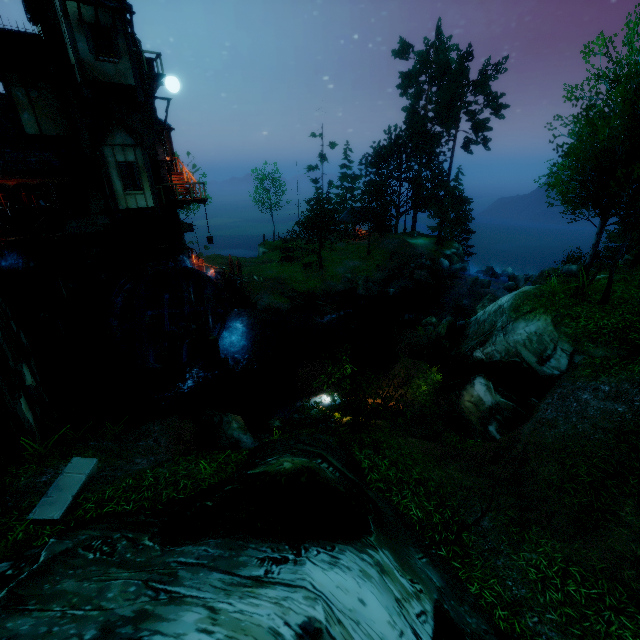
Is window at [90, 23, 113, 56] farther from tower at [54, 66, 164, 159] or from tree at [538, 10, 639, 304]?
tree at [538, 10, 639, 304]

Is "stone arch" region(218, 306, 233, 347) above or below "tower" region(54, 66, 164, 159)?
below

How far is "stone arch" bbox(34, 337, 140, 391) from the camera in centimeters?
1731cm

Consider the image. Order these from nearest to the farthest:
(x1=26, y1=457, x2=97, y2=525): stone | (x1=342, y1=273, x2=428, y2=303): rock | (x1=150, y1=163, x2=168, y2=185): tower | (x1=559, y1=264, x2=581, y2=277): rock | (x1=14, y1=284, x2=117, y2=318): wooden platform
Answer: (x1=26, y1=457, x2=97, y2=525): stone
(x1=14, y1=284, x2=117, y2=318): wooden platform
(x1=150, y1=163, x2=168, y2=185): tower
(x1=559, y1=264, x2=581, y2=277): rock
(x1=342, y1=273, x2=428, y2=303): rock

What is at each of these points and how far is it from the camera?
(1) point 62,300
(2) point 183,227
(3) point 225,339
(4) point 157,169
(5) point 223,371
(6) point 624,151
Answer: (1) wooden platform, 16.8 meters
(2) tower, 19.8 meters
(3) stone arch, 25.1 meters
(4) tower, 18.8 meters
(5) piling, 20.4 meters
(6) tree, 10.8 meters

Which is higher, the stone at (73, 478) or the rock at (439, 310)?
the stone at (73, 478)

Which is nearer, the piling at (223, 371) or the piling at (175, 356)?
the piling at (175, 356)

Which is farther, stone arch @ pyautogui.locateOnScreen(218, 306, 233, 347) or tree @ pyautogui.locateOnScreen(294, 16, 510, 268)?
tree @ pyautogui.locateOnScreen(294, 16, 510, 268)
